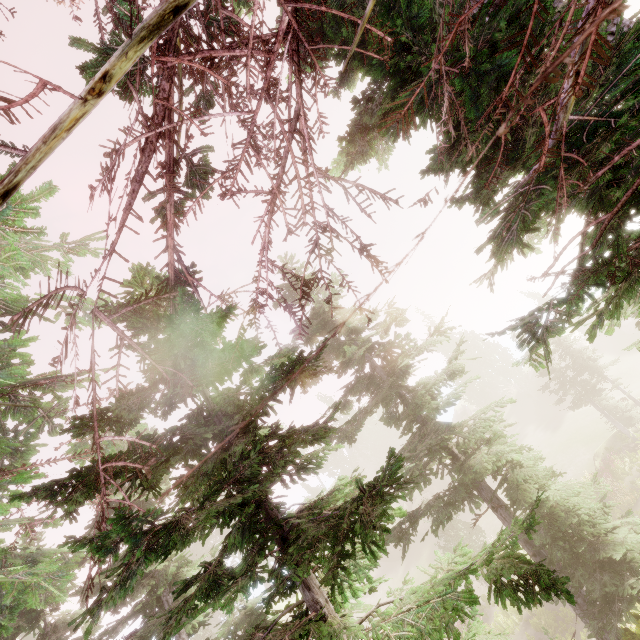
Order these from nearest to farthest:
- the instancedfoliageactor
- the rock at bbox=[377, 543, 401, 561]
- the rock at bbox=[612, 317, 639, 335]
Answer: the instancedfoliageactor → the rock at bbox=[377, 543, 401, 561] → the rock at bbox=[612, 317, 639, 335]

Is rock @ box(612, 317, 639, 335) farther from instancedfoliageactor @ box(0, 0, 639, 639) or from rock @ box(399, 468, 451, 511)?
rock @ box(399, 468, 451, 511)

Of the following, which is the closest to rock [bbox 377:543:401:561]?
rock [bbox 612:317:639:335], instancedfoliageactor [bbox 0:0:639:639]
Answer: instancedfoliageactor [bbox 0:0:639:639]

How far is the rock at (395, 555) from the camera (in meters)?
39.63

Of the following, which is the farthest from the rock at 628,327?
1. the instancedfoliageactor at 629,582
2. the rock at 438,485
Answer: the rock at 438,485

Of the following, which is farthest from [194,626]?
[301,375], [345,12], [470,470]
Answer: [345,12]
